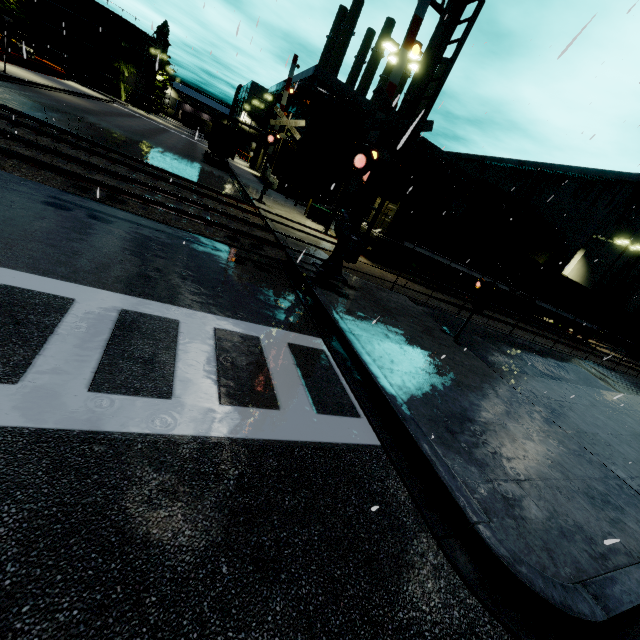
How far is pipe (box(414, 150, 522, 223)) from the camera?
33.47m

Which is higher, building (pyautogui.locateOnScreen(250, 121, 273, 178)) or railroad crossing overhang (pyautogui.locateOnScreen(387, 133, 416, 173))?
railroad crossing overhang (pyautogui.locateOnScreen(387, 133, 416, 173))

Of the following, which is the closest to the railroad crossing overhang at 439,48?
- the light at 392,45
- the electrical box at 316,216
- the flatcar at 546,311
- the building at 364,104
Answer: the building at 364,104

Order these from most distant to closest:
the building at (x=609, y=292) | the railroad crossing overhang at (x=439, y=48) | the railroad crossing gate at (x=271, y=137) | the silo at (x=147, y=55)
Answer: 1. the silo at (x=147, y=55)
2. the building at (x=609, y=292)
3. the railroad crossing gate at (x=271, y=137)
4. the railroad crossing overhang at (x=439, y=48)

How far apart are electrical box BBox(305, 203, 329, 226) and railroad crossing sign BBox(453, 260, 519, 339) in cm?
1398

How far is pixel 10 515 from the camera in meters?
2.3

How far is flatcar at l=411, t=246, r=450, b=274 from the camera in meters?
19.0
